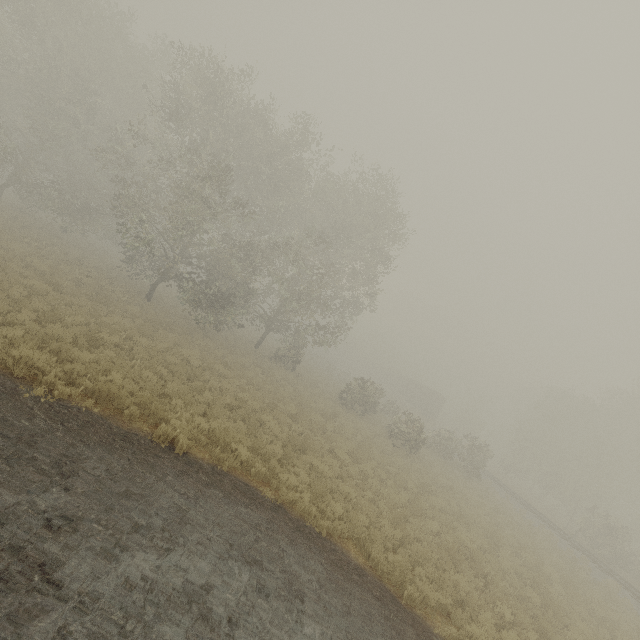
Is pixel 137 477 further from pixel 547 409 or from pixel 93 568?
pixel 547 409

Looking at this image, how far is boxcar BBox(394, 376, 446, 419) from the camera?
48.9m

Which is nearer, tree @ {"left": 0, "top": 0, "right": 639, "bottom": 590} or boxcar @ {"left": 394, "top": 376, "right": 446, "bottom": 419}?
tree @ {"left": 0, "top": 0, "right": 639, "bottom": 590}

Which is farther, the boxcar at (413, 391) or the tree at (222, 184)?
the boxcar at (413, 391)

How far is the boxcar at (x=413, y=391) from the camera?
48.9 meters
